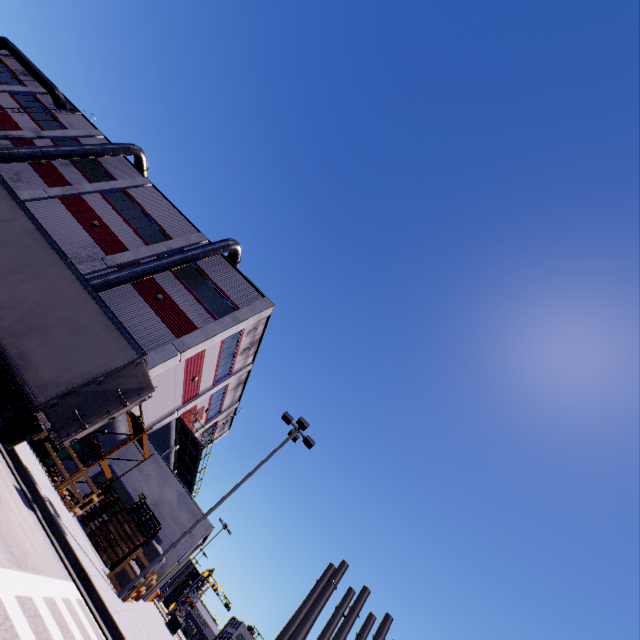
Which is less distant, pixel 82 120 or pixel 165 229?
pixel 165 229

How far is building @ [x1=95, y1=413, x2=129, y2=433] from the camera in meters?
18.7

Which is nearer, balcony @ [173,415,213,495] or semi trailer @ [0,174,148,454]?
semi trailer @ [0,174,148,454]

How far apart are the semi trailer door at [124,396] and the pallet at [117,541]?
11.6m

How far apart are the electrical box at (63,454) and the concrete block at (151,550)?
5.6m

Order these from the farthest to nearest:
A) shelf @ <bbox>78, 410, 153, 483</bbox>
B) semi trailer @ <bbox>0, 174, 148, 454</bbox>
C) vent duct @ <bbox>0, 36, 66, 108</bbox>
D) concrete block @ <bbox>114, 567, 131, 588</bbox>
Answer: vent duct @ <bbox>0, 36, 66, 108</bbox> → shelf @ <bbox>78, 410, 153, 483</bbox> → concrete block @ <bbox>114, 567, 131, 588</bbox> → semi trailer @ <bbox>0, 174, 148, 454</bbox>

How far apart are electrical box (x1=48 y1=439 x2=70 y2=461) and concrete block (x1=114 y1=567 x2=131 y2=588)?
5.57m

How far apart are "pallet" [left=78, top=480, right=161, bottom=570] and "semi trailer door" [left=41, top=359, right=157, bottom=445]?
11.6 meters
